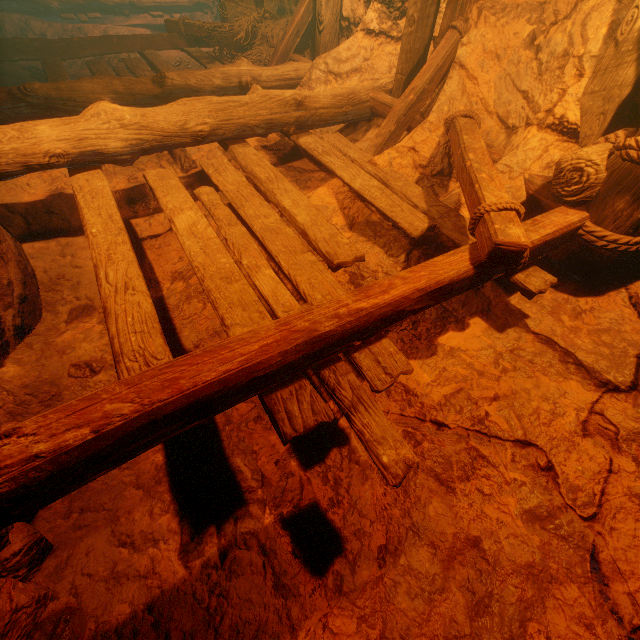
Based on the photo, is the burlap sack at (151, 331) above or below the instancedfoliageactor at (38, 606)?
above

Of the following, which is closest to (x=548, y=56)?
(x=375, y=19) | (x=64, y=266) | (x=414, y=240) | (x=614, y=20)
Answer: (x=614, y=20)

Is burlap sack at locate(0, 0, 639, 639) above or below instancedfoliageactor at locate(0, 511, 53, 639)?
above
